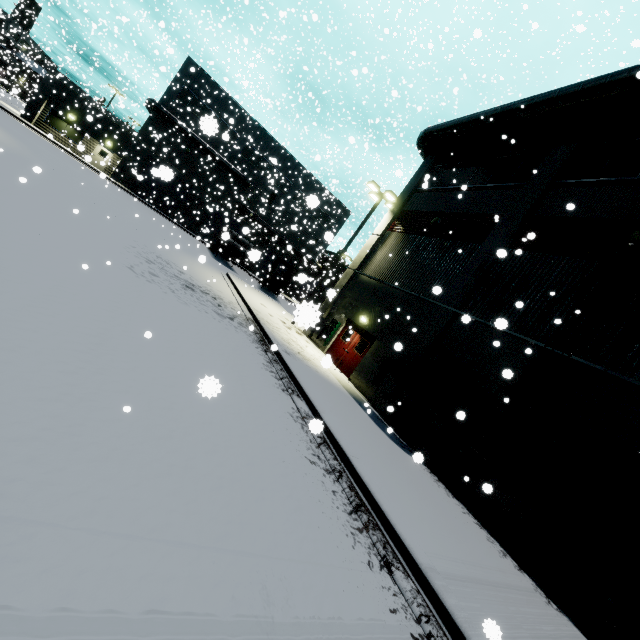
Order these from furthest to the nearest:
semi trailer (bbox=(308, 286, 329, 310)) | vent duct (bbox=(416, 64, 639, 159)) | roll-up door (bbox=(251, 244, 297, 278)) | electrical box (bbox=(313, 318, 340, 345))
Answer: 1. roll-up door (bbox=(251, 244, 297, 278))
2. electrical box (bbox=(313, 318, 340, 345))
3. vent duct (bbox=(416, 64, 639, 159))
4. semi trailer (bbox=(308, 286, 329, 310))

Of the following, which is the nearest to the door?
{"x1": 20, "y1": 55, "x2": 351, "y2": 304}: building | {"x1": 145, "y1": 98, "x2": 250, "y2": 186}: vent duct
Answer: {"x1": 20, "y1": 55, "x2": 351, "y2": 304}: building

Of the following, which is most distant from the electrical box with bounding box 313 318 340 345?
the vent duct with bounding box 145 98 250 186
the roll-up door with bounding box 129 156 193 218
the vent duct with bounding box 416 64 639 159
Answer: the vent duct with bounding box 145 98 250 186

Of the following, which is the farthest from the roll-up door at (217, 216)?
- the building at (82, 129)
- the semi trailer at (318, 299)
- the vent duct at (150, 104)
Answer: the vent duct at (150, 104)

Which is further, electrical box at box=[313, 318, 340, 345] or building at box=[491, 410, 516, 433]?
electrical box at box=[313, 318, 340, 345]

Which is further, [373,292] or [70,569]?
[373,292]

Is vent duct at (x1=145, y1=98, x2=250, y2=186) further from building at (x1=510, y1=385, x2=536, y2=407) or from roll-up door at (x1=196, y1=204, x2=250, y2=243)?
roll-up door at (x1=196, y1=204, x2=250, y2=243)

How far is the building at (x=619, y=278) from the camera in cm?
866
